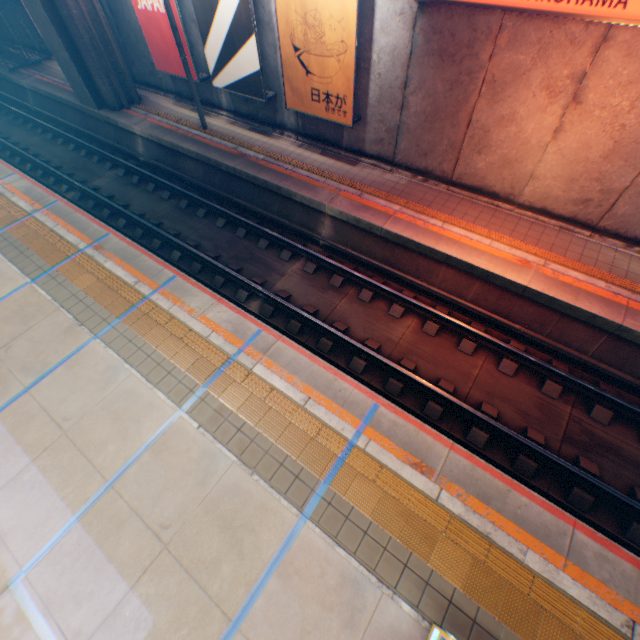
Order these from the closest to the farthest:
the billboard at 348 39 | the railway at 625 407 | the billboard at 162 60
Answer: the railway at 625 407, the billboard at 348 39, the billboard at 162 60

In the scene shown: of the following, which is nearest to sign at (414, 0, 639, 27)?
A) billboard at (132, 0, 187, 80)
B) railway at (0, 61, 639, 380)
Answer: railway at (0, 61, 639, 380)

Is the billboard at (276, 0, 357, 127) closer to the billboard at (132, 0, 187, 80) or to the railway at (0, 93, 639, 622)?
the railway at (0, 93, 639, 622)

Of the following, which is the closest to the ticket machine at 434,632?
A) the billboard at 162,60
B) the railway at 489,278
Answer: the railway at 489,278

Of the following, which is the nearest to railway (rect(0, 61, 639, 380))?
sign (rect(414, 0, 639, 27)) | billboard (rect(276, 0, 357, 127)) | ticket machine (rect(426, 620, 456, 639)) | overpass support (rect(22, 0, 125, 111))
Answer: overpass support (rect(22, 0, 125, 111))

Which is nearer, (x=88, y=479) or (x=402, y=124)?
(x=88, y=479)

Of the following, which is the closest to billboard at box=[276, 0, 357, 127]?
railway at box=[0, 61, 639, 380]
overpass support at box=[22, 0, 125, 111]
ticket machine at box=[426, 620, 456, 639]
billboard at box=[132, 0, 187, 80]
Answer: railway at box=[0, 61, 639, 380]

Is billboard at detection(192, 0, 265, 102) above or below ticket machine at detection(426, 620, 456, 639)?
above
